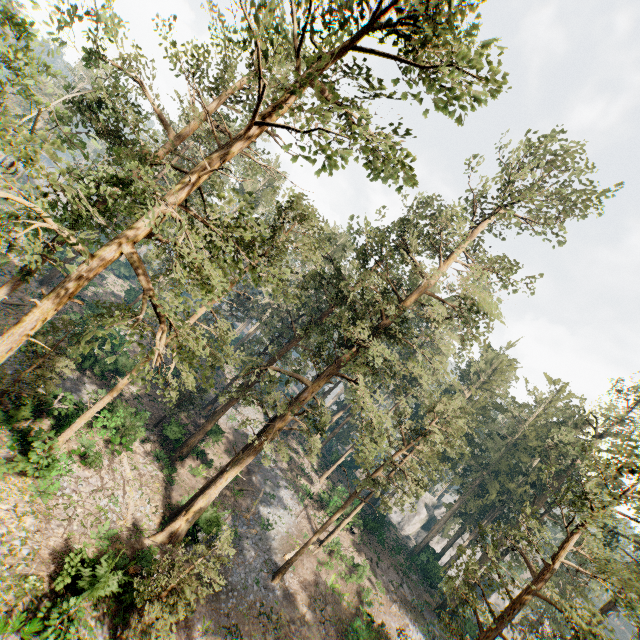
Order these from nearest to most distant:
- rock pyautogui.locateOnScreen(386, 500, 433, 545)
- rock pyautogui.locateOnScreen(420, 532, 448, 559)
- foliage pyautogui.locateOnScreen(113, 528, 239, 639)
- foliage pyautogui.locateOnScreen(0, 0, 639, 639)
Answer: foliage pyautogui.locateOnScreen(0, 0, 639, 639) < foliage pyautogui.locateOnScreen(113, 528, 239, 639) < rock pyautogui.locateOnScreen(420, 532, 448, 559) < rock pyautogui.locateOnScreen(386, 500, 433, 545)

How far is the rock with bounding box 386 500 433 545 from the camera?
56.1m

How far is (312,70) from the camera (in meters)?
10.79

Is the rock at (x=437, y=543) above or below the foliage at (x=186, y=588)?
above

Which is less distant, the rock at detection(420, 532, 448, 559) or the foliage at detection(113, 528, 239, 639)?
the foliage at detection(113, 528, 239, 639)

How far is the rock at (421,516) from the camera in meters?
56.1
